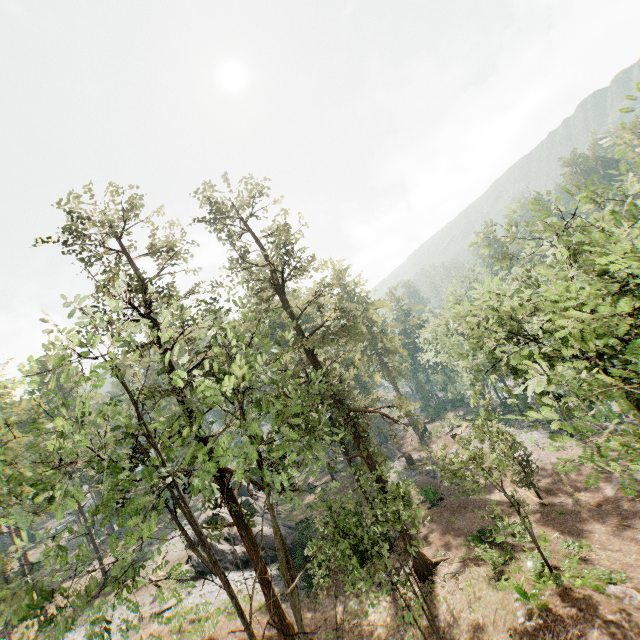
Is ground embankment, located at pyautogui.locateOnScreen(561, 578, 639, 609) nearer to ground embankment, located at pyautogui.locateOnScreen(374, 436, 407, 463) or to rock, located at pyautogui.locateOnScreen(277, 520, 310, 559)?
ground embankment, located at pyautogui.locateOnScreen(374, 436, 407, 463)

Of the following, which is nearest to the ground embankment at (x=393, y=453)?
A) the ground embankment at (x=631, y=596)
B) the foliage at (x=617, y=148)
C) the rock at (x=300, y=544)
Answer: the foliage at (x=617, y=148)

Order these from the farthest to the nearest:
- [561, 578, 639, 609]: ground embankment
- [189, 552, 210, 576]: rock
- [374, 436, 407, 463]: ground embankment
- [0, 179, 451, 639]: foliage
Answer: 1. [374, 436, 407, 463]: ground embankment
2. [189, 552, 210, 576]: rock
3. [561, 578, 639, 609]: ground embankment
4. [0, 179, 451, 639]: foliage

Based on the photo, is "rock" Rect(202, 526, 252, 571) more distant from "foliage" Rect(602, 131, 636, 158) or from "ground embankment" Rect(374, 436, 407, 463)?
"ground embankment" Rect(374, 436, 407, 463)

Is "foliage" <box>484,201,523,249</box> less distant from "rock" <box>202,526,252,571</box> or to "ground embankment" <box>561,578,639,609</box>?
"ground embankment" <box>561,578,639,609</box>

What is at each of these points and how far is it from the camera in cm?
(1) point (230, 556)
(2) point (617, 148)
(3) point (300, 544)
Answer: (1) rock, 2877
(2) foliage, 1086
(3) rock, 3064

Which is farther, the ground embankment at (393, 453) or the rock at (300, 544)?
the ground embankment at (393, 453)

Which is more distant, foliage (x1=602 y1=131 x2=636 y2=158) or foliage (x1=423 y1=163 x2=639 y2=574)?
foliage (x1=602 y1=131 x2=636 y2=158)
